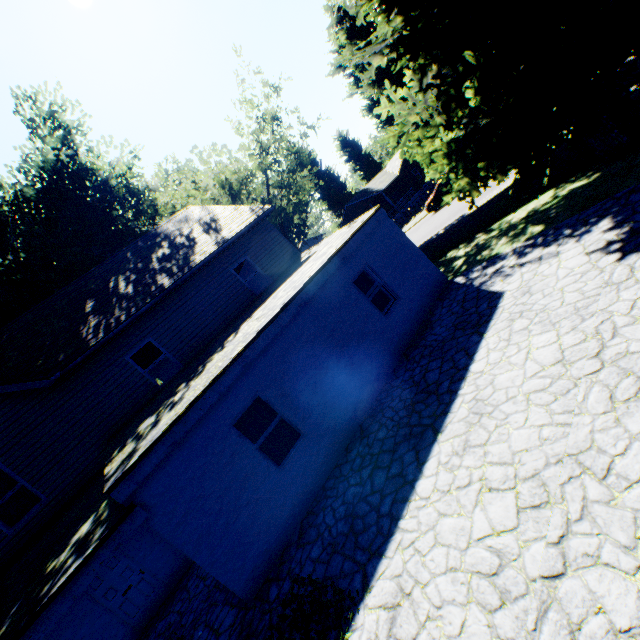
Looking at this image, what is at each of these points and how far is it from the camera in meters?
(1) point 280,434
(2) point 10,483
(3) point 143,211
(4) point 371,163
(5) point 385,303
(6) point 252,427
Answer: (1) curtain, 7.6
(2) curtain, 9.0
(3) plant, 18.6
(4) plant, 56.7
(5) curtain, 10.0
(6) curtain, 7.4

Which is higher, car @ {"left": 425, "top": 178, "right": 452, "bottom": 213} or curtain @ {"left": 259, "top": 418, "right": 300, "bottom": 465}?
curtain @ {"left": 259, "top": 418, "right": 300, "bottom": 465}

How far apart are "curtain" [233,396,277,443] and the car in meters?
21.3

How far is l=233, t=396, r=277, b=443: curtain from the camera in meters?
7.2

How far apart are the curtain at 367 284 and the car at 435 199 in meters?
16.3

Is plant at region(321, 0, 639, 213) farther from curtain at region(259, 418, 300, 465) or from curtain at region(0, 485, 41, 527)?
curtain at region(0, 485, 41, 527)

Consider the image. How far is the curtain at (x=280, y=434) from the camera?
7.29m

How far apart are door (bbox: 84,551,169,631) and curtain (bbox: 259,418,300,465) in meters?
6.1 m
